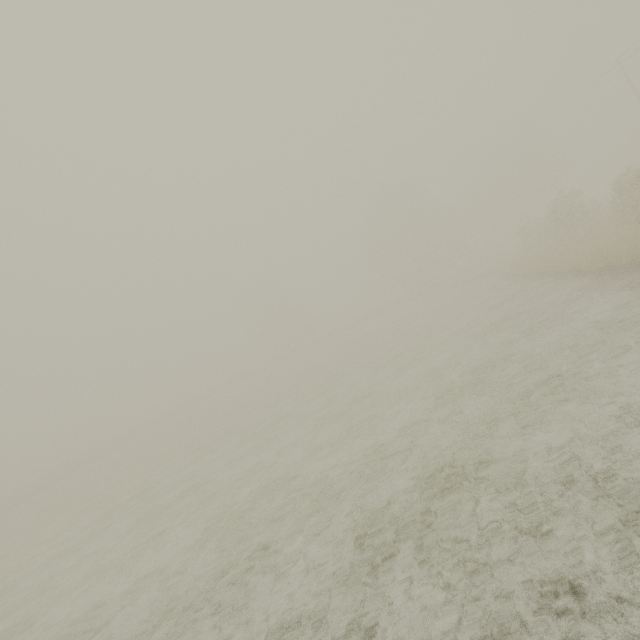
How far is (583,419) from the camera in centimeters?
580cm
